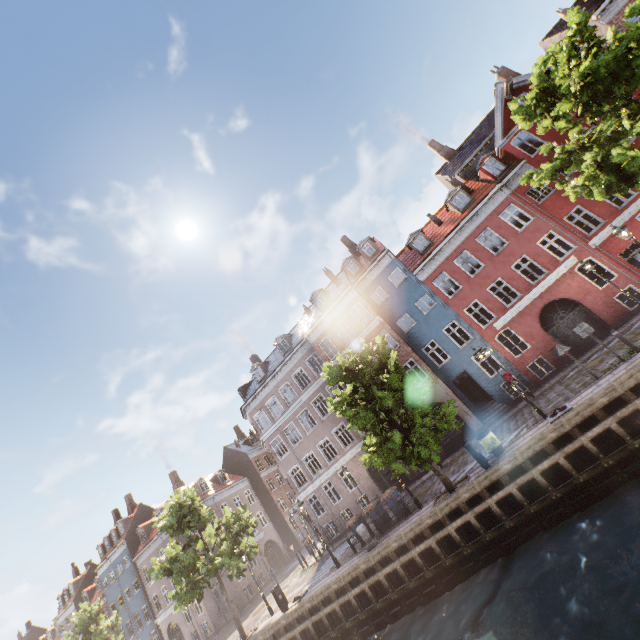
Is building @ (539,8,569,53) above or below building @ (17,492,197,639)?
above

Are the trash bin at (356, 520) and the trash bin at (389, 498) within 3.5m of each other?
yes

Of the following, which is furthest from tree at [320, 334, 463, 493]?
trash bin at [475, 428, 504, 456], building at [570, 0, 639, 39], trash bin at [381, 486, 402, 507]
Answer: building at [570, 0, 639, 39]

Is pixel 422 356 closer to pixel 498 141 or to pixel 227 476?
pixel 498 141

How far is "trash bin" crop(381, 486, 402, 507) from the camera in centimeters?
1659cm

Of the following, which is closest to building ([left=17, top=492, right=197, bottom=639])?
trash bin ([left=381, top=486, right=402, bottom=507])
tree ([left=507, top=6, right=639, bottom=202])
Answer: tree ([left=507, top=6, right=639, bottom=202])

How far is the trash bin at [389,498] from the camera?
16.59m

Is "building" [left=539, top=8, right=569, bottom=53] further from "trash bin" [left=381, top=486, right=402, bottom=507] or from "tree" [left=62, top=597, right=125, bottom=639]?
"trash bin" [left=381, top=486, right=402, bottom=507]
